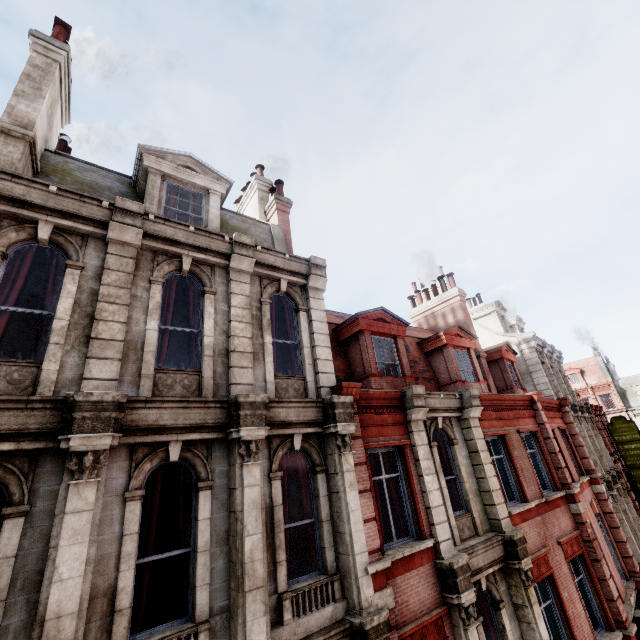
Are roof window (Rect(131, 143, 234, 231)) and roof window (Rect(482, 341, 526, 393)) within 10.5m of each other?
no

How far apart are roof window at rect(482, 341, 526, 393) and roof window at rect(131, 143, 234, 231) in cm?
1410

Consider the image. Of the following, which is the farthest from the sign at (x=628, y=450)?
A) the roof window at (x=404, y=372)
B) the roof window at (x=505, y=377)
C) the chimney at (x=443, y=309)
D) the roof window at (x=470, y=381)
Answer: the roof window at (x=404, y=372)

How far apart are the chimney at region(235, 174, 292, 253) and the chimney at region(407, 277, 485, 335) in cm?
895

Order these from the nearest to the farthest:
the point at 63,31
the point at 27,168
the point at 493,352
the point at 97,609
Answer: the point at 97,609
the point at 27,168
the point at 63,31
the point at 493,352

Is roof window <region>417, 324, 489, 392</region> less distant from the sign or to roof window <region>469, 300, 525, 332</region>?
roof window <region>469, 300, 525, 332</region>

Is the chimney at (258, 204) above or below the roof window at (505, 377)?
above

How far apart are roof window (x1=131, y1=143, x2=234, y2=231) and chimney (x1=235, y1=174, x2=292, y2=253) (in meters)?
2.34
